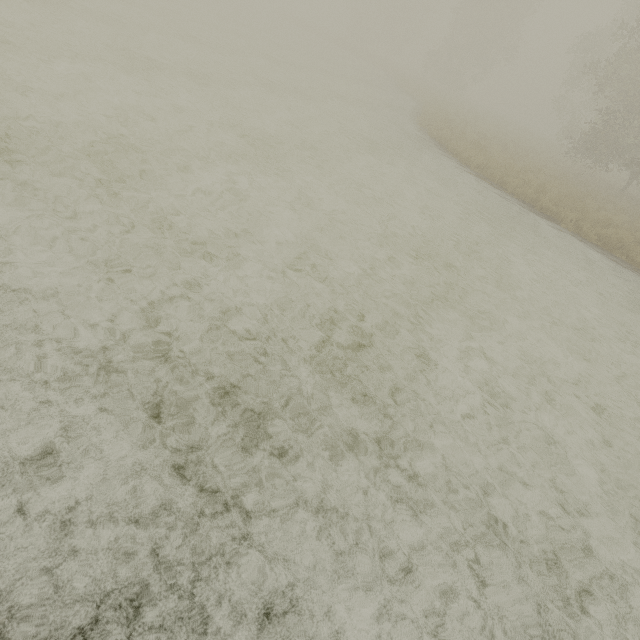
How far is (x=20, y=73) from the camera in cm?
704
